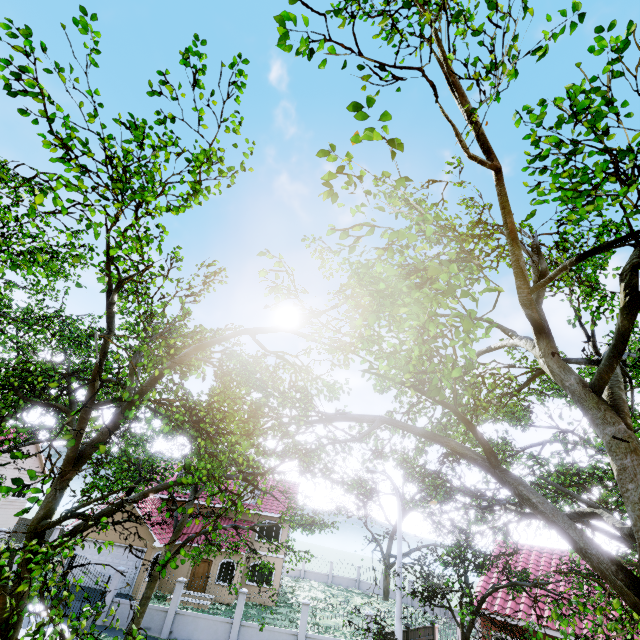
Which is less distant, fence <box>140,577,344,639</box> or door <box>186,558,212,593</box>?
fence <box>140,577,344,639</box>

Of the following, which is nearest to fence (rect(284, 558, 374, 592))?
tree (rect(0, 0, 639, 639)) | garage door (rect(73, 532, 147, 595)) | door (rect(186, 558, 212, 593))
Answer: tree (rect(0, 0, 639, 639))

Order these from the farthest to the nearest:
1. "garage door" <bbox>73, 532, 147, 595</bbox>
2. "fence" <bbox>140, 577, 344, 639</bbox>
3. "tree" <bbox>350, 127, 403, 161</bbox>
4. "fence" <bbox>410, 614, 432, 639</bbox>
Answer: "garage door" <bbox>73, 532, 147, 595</bbox>, "fence" <bbox>140, 577, 344, 639</bbox>, "fence" <bbox>410, 614, 432, 639</bbox>, "tree" <bbox>350, 127, 403, 161</bbox>

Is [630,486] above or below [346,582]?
above

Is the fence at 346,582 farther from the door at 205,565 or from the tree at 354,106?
the door at 205,565

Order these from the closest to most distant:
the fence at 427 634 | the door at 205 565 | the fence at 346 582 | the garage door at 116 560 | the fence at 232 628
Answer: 1. the fence at 427 634
2. the fence at 232 628
3. the garage door at 116 560
4. the door at 205 565
5. the fence at 346 582

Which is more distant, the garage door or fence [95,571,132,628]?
the garage door
